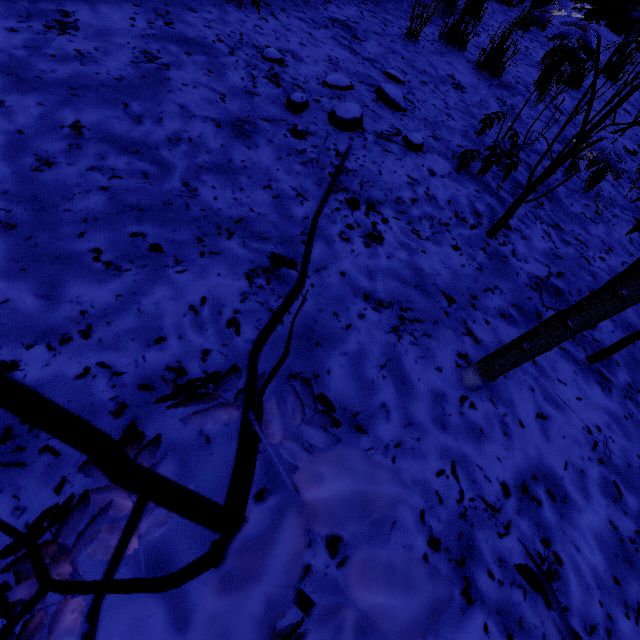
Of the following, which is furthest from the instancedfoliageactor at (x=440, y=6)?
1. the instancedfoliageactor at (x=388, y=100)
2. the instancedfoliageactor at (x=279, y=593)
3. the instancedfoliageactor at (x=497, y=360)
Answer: the instancedfoliageactor at (x=279, y=593)

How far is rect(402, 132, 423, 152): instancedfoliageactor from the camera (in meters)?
2.01

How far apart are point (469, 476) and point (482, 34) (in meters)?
5.26

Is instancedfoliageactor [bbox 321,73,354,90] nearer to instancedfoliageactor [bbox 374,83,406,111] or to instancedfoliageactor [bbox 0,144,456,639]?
instancedfoliageactor [bbox 374,83,406,111]

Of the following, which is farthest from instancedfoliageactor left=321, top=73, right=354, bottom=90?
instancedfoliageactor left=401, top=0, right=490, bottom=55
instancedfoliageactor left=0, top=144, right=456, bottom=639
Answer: instancedfoliageactor left=0, top=144, right=456, bottom=639

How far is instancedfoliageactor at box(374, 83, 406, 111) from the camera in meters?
2.3

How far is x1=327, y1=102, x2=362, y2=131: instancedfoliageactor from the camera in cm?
193

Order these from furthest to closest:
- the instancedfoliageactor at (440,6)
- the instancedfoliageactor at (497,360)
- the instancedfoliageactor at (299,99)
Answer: the instancedfoliageactor at (440,6) → the instancedfoliageactor at (299,99) → the instancedfoliageactor at (497,360)
